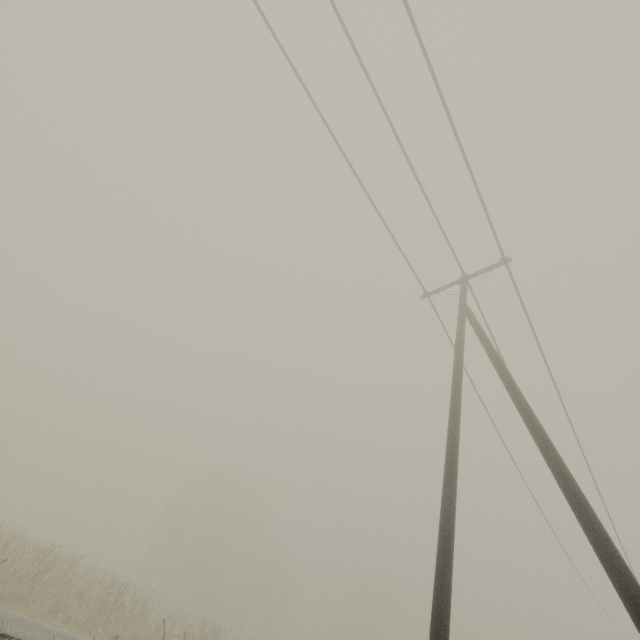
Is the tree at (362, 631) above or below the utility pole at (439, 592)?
above

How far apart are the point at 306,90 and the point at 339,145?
1.4 meters

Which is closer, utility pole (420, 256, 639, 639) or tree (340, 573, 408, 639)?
utility pole (420, 256, 639, 639)

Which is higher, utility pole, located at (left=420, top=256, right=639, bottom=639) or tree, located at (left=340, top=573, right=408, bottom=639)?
tree, located at (left=340, top=573, right=408, bottom=639)

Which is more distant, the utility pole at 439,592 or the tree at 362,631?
the tree at 362,631
